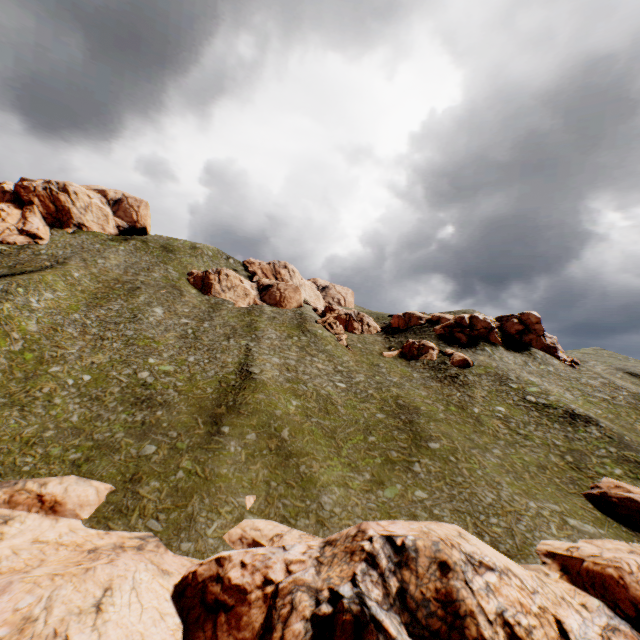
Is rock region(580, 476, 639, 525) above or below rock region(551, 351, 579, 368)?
below

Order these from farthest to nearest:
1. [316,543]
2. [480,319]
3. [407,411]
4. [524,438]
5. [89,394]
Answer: [480,319] < [407,411] < [524,438] < [89,394] < [316,543]

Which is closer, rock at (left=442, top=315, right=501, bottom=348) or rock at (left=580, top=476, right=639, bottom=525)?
rock at (left=580, top=476, right=639, bottom=525)

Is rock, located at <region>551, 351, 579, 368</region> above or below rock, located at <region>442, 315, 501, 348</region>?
below

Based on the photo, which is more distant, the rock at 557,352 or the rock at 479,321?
the rock at 479,321

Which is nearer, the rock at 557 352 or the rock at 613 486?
the rock at 613 486

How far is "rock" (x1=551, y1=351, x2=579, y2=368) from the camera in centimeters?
5604cm
